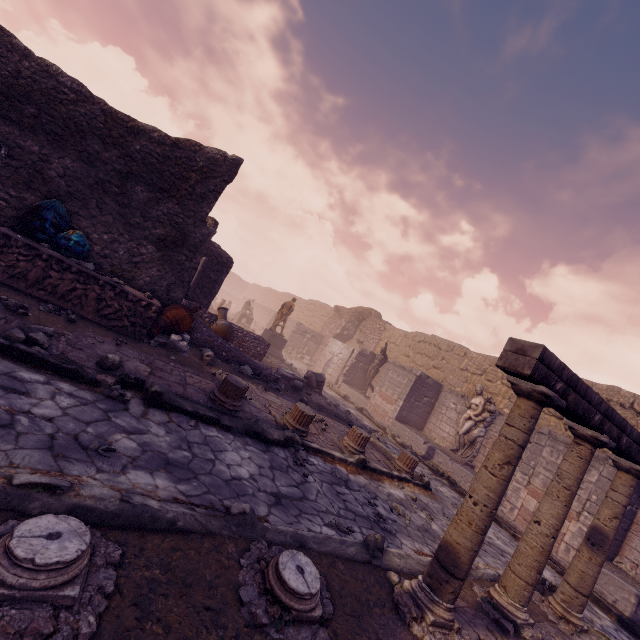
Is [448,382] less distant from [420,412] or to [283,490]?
[420,412]

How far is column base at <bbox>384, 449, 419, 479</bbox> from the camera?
7.66m

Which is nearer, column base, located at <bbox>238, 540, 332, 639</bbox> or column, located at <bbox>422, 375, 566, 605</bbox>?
column base, located at <bbox>238, 540, 332, 639</bbox>

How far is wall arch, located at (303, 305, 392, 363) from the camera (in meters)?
21.45

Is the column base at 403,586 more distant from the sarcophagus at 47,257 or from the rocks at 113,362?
→ the sarcophagus at 47,257

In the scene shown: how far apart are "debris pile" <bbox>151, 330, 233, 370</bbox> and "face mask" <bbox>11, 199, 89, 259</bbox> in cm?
199

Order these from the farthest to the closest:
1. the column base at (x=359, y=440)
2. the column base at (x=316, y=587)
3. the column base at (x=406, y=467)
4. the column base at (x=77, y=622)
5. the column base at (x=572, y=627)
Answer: the column base at (x=406, y=467)
the column base at (x=359, y=440)
the column base at (x=572, y=627)
the column base at (x=316, y=587)
the column base at (x=77, y=622)

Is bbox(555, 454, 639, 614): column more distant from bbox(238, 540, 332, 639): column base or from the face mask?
the face mask
